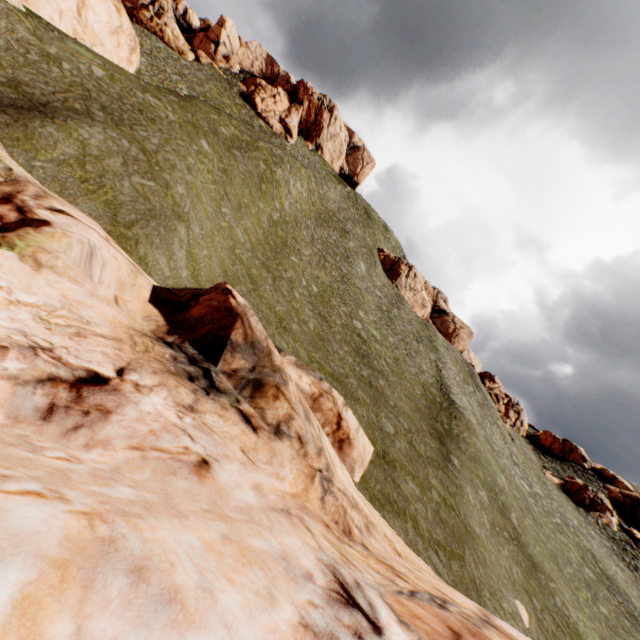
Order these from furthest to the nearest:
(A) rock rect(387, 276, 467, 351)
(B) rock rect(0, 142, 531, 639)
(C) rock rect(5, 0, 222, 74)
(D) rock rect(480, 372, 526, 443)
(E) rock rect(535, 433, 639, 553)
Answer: (A) rock rect(387, 276, 467, 351), (D) rock rect(480, 372, 526, 443), (E) rock rect(535, 433, 639, 553), (C) rock rect(5, 0, 222, 74), (B) rock rect(0, 142, 531, 639)

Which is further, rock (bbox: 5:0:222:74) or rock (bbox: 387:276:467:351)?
rock (bbox: 387:276:467:351)

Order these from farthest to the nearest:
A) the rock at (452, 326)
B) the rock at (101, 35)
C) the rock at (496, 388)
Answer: the rock at (452, 326), the rock at (496, 388), the rock at (101, 35)

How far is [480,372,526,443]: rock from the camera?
50.3m

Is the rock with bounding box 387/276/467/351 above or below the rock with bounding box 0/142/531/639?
above

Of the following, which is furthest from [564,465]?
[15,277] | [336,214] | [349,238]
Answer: [15,277]

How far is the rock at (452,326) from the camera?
58.09m
